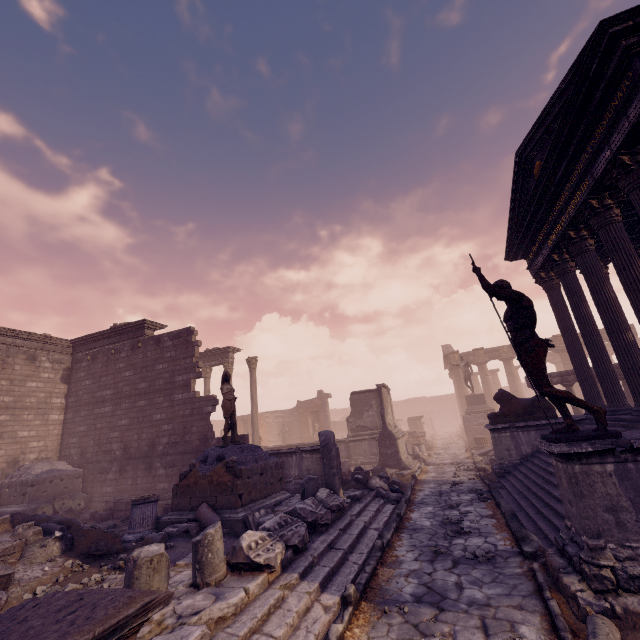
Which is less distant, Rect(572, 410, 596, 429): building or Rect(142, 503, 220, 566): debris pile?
Rect(142, 503, 220, 566): debris pile

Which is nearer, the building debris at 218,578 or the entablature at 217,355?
the building debris at 218,578

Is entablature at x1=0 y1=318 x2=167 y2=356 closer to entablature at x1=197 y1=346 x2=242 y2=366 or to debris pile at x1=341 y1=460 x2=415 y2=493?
entablature at x1=197 y1=346 x2=242 y2=366

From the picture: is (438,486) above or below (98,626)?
below

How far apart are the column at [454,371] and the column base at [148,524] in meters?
29.9 m

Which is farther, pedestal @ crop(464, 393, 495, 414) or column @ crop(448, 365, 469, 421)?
column @ crop(448, 365, 469, 421)

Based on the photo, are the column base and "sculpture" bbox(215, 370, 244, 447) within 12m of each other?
yes

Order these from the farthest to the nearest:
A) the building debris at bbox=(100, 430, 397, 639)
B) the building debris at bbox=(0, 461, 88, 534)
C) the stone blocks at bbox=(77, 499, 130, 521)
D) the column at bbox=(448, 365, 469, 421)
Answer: the column at bbox=(448, 365, 469, 421), the stone blocks at bbox=(77, 499, 130, 521), the building debris at bbox=(0, 461, 88, 534), the building debris at bbox=(100, 430, 397, 639)
